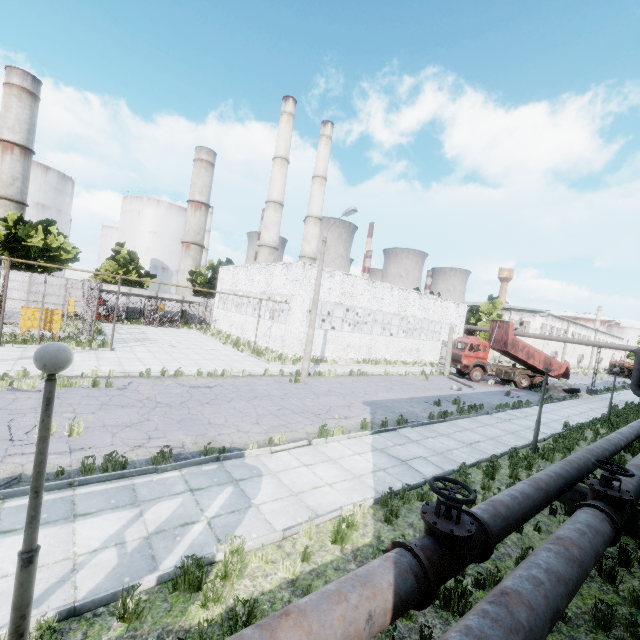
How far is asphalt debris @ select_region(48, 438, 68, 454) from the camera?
7.5m

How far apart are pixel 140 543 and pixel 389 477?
6.0m

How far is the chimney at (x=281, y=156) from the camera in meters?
44.4

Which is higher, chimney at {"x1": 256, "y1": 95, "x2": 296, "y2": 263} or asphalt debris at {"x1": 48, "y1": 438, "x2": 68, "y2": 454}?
chimney at {"x1": 256, "y1": 95, "x2": 296, "y2": 263}

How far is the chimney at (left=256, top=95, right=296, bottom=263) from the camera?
44.38m

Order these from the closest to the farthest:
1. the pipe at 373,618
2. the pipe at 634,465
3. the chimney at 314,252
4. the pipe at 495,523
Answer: the pipe at 373,618 → the pipe at 495,523 → the pipe at 634,465 → the chimney at 314,252

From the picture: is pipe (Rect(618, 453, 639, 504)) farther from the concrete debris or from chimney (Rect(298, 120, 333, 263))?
chimney (Rect(298, 120, 333, 263))

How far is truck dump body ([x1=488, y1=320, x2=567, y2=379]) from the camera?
28.50m
